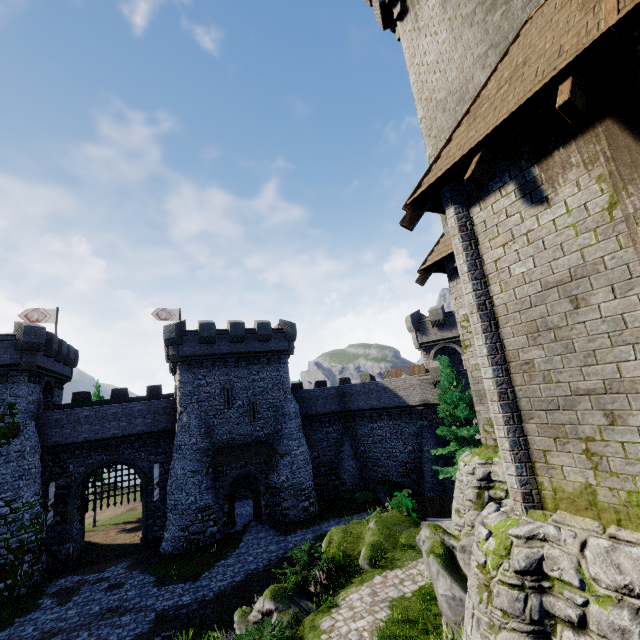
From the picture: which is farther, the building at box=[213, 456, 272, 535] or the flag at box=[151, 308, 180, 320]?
the flag at box=[151, 308, 180, 320]

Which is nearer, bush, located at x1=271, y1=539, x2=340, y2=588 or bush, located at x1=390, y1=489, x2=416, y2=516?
bush, located at x1=271, y1=539, x2=340, y2=588

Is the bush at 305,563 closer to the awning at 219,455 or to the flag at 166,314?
the awning at 219,455

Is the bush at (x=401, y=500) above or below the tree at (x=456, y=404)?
below

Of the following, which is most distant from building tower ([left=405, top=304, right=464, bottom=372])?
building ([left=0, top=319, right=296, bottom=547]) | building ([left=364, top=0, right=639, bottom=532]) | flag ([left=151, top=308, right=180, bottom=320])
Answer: flag ([left=151, top=308, right=180, bottom=320])

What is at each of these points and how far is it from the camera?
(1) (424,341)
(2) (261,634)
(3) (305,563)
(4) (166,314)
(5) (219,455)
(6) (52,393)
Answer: (1) building tower, 33.16m
(2) bush, 10.02m
(3) bush, 13.62m
(4) flag, 35.81m
(5) awning, 26.09m
(6) building, 28.11m

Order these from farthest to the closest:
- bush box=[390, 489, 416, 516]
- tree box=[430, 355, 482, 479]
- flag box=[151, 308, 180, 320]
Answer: flag box=[151, 308, 180, 320]
tree box=[430, 355, 482, 479]
bush box=[390, 489, 416, 516]

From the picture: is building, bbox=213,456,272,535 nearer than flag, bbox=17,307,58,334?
Yes
